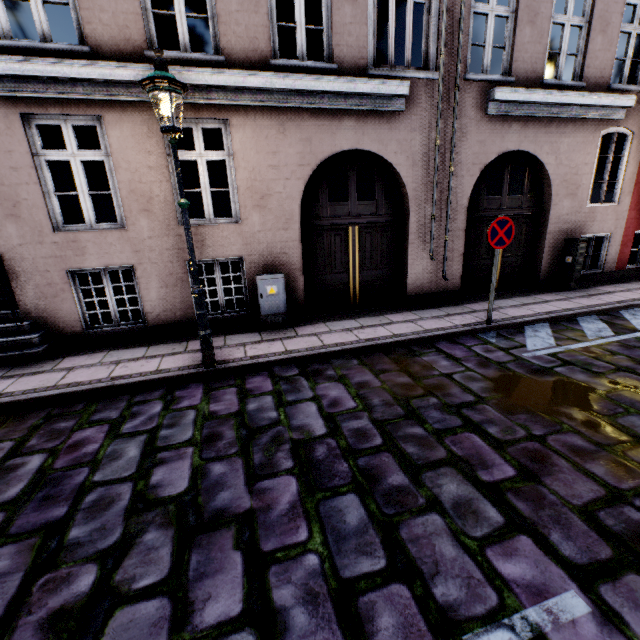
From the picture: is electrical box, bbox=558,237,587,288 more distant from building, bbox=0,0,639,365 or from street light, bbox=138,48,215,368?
street light, bbox=138,48,215,368

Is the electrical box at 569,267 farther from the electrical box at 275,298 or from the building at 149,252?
the electrical box at 275,298

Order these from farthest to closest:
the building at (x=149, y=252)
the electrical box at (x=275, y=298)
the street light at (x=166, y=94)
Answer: the electrical box at (x=275, y=298), the building at (x=149, y=252), the street light at (x=166, y=94)

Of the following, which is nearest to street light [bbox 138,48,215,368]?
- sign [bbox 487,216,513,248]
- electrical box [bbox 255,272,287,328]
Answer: electrical box [bbox 255,272,287,328]

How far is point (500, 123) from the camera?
7.1m

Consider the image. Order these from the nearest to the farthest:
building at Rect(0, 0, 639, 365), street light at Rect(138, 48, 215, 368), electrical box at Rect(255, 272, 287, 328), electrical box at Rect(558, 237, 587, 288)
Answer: street light at Rect(138, 48, 215, 368) < building at Rect(0, 0, 639, 365) < electrical box at Rect(255, 272, 287, 328) < electrical box at Rect(558, 237, 587, 288)

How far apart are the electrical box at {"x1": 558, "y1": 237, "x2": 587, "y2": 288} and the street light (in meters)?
9.03

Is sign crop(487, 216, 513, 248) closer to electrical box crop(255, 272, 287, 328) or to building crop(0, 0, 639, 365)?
building crop(0, 0, 639, 365)
